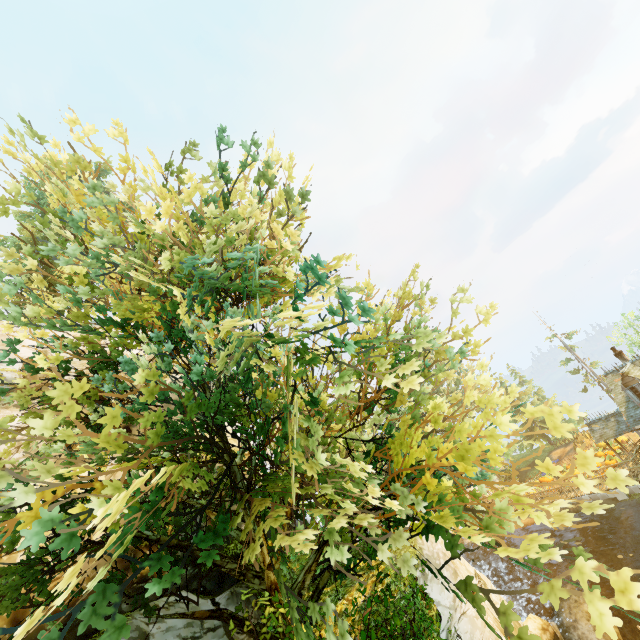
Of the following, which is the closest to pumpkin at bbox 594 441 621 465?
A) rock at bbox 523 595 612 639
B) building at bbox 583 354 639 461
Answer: building at bbox 583 354 639 461

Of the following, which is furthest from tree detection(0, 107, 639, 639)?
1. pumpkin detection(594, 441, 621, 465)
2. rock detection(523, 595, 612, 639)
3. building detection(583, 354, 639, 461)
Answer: pumpkin detection(594, 441, 621, 465)

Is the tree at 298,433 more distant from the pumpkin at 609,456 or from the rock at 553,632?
the pumpkin at 609,456

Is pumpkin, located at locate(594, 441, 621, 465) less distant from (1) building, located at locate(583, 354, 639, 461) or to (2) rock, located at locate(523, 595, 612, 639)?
(1) building, located at locate(583, 354, 639, 461)

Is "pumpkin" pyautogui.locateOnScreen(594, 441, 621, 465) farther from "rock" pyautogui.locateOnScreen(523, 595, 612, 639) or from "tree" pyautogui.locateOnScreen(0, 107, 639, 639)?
"tree" pyautogui.locateOnScreen(0, 107, 639, 639)

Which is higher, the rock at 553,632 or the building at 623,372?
the building at 623,372

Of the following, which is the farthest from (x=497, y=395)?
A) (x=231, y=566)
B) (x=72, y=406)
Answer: (x=231, y=566)
